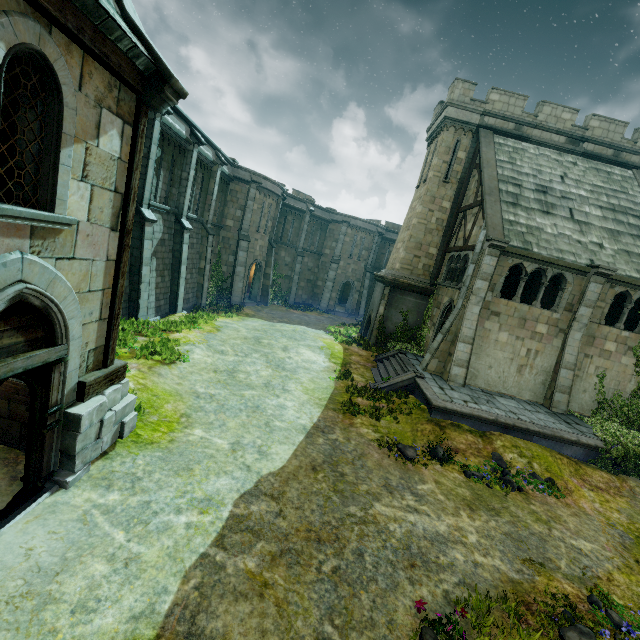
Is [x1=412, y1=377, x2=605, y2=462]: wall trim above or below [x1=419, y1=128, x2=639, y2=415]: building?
below

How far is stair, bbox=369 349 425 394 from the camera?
14.6m

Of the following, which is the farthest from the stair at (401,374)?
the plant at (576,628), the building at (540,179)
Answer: the plant at (576,628)

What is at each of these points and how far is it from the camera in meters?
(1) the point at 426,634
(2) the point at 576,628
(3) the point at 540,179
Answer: (1) plant, 4.9
(2) plant, 5.6
(3) building, 17.3

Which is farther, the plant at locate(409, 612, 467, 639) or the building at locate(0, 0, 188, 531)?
the plant at locate(409, 612, 467, 639)

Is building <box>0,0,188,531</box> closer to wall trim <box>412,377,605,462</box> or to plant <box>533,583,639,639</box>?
plant <box>533,583,639,639</box>

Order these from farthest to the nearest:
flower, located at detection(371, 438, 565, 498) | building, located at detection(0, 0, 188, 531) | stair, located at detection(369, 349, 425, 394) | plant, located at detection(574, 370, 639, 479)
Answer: stair, located at detection(369, 349, 425, 394) < plant, located at detection(574, 370, 639, 479) < flower, located at detection(371, 438, 565, 498) < building, located at detection(0, 0, 188, 531)

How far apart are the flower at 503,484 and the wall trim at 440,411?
1.2 meters
